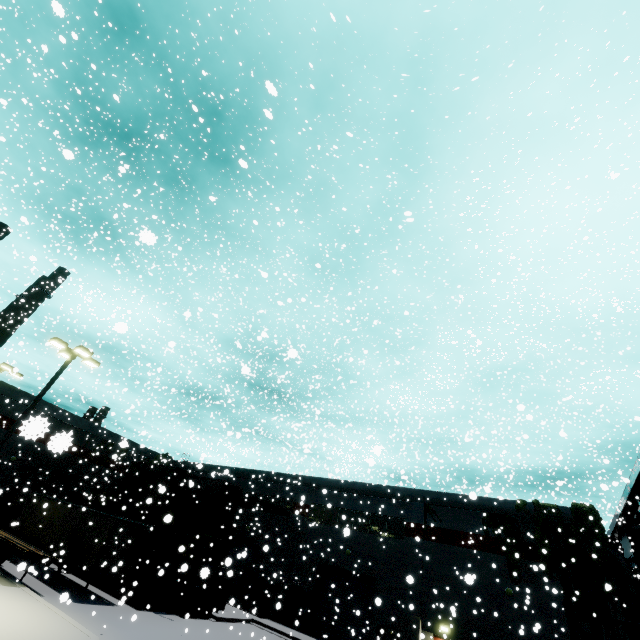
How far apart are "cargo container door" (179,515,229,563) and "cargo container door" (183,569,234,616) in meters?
0.6 m

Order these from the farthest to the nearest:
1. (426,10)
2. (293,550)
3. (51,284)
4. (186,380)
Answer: (186,380)
(293,550)
(51,284)
(426,10)

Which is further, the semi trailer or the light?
the semi trailer

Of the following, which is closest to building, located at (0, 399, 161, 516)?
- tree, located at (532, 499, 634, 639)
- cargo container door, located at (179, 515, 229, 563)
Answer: tree, located at (532, 499, 634, 639)

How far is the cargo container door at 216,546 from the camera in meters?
21.1 m

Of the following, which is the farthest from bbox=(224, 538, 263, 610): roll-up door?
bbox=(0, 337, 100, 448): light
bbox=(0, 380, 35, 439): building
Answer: bbox=(0, 337, 100, 448): light

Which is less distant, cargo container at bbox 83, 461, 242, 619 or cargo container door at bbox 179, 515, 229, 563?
cargo container at bbox 83, 461, 242, 619

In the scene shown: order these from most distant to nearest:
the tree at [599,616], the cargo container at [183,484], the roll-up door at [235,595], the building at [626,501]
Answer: the roll-up door at [235,595]
the building at [626,501]
the cargo container at [183,484]
the tree at [599,616]
